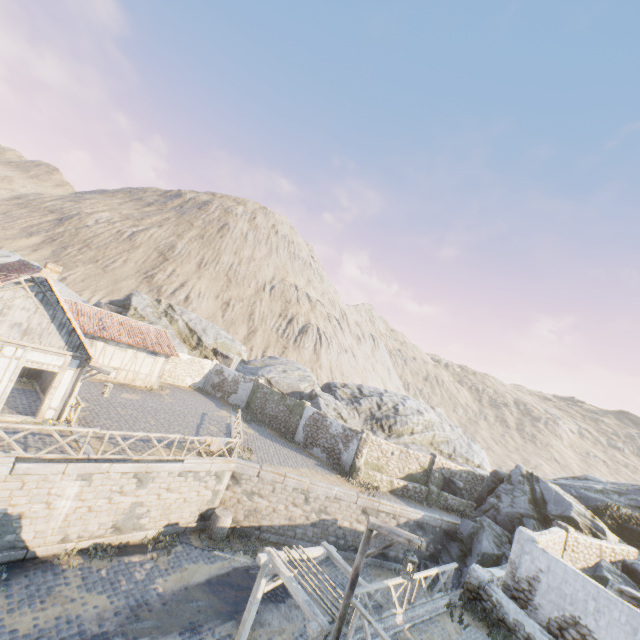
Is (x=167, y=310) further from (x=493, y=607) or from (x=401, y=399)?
(x=493, y=607)

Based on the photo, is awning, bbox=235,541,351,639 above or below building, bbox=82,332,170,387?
below

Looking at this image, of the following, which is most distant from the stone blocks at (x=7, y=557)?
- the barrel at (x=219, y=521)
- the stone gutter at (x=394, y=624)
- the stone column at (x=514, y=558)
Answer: the barrel at (x=219, y=521)

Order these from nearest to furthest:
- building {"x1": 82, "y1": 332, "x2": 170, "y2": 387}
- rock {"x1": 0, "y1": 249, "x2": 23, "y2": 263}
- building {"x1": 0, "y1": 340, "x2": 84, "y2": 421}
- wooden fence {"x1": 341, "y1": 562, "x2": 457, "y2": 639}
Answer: wooden fence {"x1": 341, "y1": 562, "x2": 457, "y2": 639} < building {"x1": 0, "y1": 340, "x2": 84, "y2": 421} < building {"x1": 82, "y1": 332, "x2": 170, "y2": 387} < rock {"x1": 0, "y1": 249, "x2": 23, "y2": 263}

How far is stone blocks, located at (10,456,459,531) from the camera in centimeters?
1096cm

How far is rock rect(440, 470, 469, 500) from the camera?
23.7m

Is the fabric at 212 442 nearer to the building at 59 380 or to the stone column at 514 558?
the building at 59 380

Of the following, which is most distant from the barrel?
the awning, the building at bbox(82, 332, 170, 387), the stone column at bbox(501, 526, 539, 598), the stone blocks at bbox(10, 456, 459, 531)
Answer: the building at bbox(82, 332, 170, 387)
